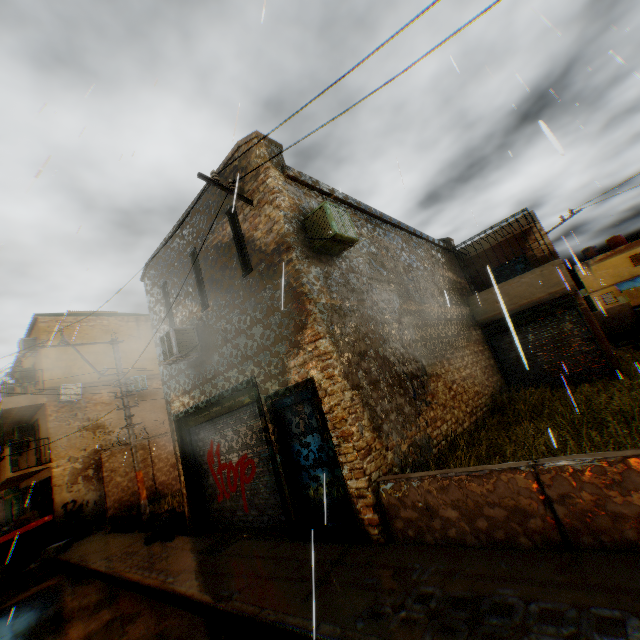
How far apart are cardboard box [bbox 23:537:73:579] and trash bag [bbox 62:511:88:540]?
0.2m

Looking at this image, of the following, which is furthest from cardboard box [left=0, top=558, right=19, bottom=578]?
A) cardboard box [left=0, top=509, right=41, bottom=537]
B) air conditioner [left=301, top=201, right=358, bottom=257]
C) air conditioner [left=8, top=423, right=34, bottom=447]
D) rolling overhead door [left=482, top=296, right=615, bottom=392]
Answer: air conditioner [left=301, top=201, right=358, bottom=257]

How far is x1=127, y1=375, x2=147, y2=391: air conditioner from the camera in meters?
18.0 m

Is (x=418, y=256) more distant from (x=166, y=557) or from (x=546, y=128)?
(x=166, y=557)

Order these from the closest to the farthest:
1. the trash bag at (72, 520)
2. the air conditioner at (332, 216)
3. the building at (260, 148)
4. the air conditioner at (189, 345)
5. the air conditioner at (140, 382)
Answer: the air conditioner at (332, 216), the building at (260, 148), the air conditioner at (189, 345), the trash bag at (72, 520), the air conditioner at (140, 382)

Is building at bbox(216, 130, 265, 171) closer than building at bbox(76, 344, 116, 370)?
Yes

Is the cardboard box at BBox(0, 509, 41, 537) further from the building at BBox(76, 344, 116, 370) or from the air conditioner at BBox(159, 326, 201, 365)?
the air conditioner at BBox(159, 326, 201, 365)

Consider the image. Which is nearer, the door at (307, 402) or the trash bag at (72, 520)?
the door at (307, 402)
